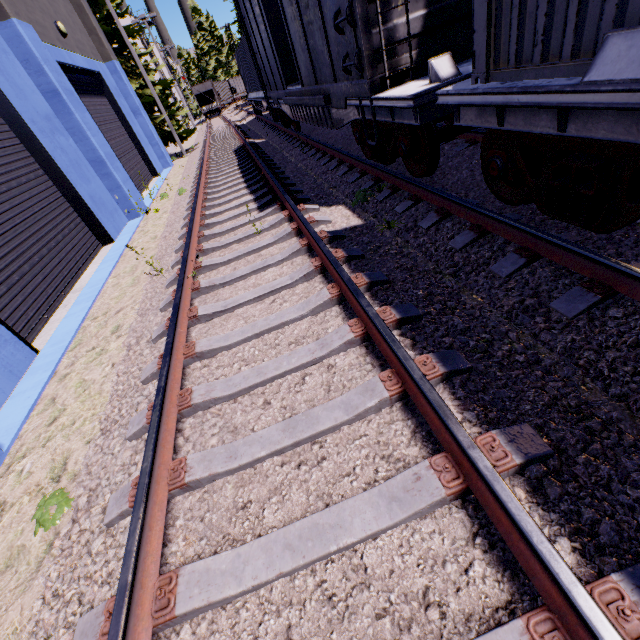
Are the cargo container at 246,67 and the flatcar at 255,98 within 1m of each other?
yes

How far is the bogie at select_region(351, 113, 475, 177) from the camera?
4.69m

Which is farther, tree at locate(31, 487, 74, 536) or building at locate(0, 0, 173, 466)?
building at locate(0, 0, 173, 466)

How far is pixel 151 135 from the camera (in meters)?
17.59

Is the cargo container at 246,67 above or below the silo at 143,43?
below

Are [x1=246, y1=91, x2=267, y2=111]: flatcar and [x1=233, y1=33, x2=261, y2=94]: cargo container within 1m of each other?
yes

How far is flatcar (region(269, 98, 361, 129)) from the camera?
6.06m

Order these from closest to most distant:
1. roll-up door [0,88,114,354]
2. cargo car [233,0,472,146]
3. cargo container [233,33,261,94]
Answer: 1. cargo car [233,0,472,146]
2. roll-up door [0,88,114,354]
3. cargo container [233,33,261,94]
